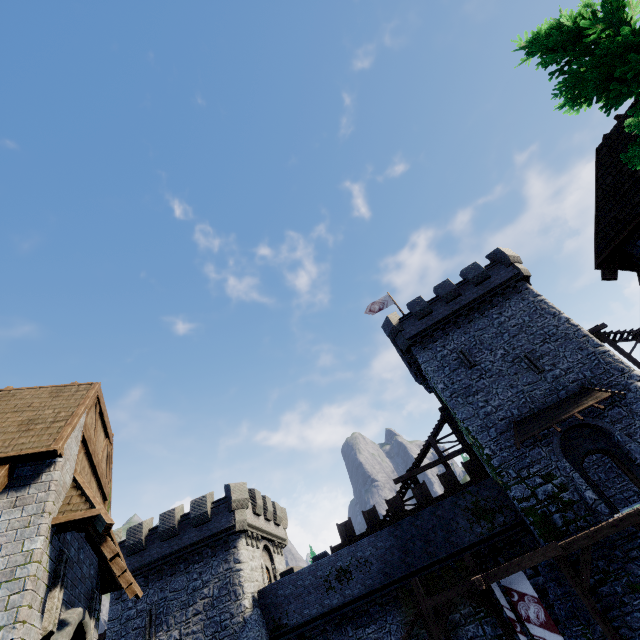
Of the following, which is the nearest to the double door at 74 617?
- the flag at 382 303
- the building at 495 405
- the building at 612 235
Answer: the building at 612 235

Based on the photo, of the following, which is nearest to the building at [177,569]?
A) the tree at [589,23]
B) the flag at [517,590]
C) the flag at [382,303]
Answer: the flag at [517,590]

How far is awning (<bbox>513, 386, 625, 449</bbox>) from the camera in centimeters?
1789cm

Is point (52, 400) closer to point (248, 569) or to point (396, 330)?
point (248, 569)

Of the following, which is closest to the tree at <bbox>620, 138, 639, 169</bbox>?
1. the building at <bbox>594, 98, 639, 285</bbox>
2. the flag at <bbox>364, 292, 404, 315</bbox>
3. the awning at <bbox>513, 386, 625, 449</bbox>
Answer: the building at <bbox>594, 98, 639, 285</bbox>

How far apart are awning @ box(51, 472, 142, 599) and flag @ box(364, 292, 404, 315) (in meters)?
24.45

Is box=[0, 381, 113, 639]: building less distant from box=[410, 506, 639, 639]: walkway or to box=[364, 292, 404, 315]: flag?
box=[410, 506, 639, 639]: walkway

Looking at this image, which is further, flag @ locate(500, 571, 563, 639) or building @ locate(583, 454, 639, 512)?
building @ locate(583, 454, 639, 512)
